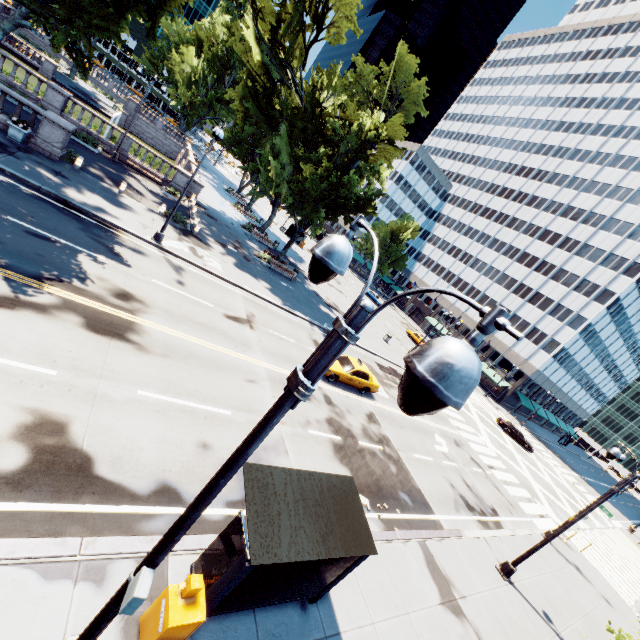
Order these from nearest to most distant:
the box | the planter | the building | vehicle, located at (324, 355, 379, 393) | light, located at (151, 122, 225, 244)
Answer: the box → light, located at (151, 122, 225, 244) → the planter → vehicle, located at (324, 355, 379, 393) → the building

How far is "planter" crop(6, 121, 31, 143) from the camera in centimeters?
1702cm

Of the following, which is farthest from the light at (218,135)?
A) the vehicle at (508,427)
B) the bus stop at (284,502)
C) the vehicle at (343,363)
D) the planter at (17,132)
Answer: the vehicle at (508,427)

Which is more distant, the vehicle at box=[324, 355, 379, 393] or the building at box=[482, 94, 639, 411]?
the building at box=[482, 94, 639, 411]

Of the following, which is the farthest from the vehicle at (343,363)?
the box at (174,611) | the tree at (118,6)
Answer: the box at (174,611)

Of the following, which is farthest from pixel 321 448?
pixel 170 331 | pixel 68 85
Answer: pixel 68 85

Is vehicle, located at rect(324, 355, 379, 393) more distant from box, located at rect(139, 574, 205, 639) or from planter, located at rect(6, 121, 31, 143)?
planter, located at rect(6, 121, 31, 143)

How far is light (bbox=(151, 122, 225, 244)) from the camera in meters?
16.3
